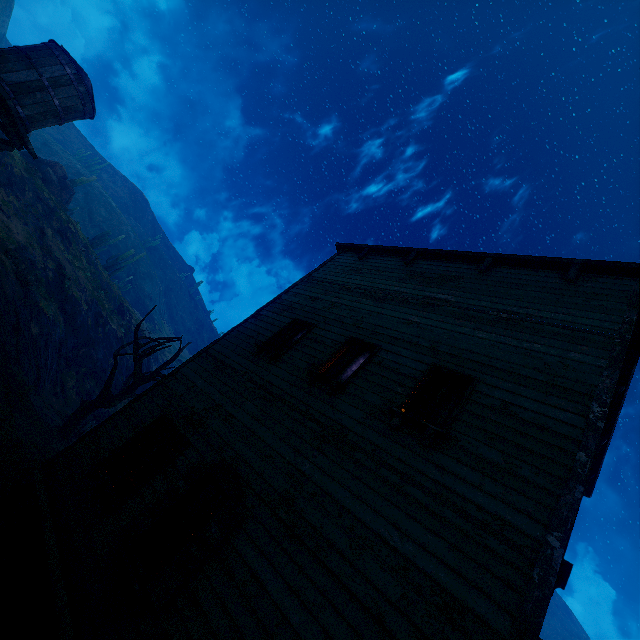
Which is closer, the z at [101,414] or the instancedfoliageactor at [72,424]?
the instancedfoliageactor at [72,424]

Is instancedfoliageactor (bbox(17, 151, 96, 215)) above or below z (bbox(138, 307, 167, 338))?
below

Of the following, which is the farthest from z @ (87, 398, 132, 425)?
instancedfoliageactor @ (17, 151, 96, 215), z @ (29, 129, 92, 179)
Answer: instancedfoliageactor @ (17, 151, 96, 215)

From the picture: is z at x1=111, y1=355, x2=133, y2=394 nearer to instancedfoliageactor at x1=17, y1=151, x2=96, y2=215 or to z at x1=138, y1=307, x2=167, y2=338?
z at x1=138, y1=307, x2=167, y2=338

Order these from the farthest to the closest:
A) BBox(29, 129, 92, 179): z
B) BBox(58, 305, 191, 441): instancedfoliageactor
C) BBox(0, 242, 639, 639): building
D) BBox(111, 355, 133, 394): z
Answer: BBox(29, 129, 92, 179): z < BBox(111, 355, 133, 394): z < BBox(58, 305, 191, 441): instancedfoliageactor < BBox(0, 242, 639, 639): building

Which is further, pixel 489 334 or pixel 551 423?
pixel 489 334

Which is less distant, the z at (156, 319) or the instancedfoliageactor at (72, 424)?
the instancedfoliageactor at (72, 424)

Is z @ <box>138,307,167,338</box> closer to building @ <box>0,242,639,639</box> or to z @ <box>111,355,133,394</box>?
building @ <box>0,242,639,639</box>
